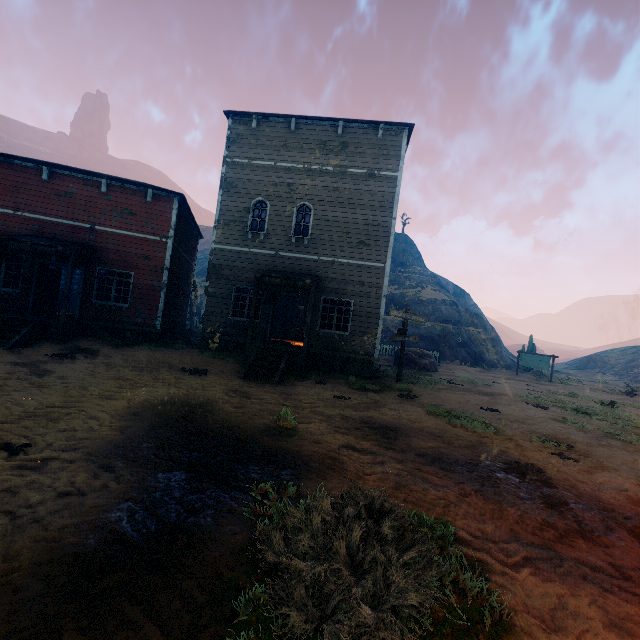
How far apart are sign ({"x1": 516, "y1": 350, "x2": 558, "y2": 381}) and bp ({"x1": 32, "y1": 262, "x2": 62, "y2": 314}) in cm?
3316

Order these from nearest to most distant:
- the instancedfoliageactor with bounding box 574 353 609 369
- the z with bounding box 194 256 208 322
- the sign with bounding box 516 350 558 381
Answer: the sign with bounding box 516 350 558 381, the z with bounding box 194 256 208 322, the instancedfoliageactor with bounding box 574 353 609 369

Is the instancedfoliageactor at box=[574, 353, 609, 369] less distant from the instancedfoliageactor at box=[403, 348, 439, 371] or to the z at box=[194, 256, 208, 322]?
the z at box=[194, 256, 208, 322]

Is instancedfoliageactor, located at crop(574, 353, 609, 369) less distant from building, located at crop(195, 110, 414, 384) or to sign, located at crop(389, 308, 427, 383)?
building, located at crop(195, 110, 414, 384)

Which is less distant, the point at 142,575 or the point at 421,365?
the point at 142,575

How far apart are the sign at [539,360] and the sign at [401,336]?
19.2m

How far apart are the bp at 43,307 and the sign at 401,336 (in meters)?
14.50

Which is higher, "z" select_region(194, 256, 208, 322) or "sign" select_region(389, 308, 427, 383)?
"z" select_region(194, 256, 208, 322)
